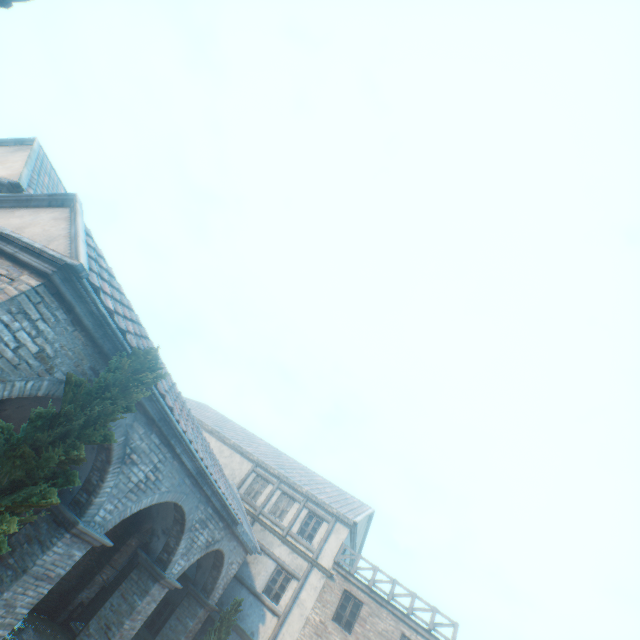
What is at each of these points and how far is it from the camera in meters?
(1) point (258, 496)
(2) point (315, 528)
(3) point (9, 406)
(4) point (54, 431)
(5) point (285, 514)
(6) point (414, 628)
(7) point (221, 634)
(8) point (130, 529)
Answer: (1) building, 19.6 m
(2) building, 18.1 m
(3) building, 9.3 m
(4) tree, 4.6 m
(5) building, 18.7 m
(6) building, 14.8 m
(7) tree, 13.1 m
(8) building, 15.7 m

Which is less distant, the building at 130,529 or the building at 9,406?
the building at 9,406

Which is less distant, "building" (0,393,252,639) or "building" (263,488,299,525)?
"building" (0,393,252,639)

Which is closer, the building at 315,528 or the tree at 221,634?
the tree at 221,634

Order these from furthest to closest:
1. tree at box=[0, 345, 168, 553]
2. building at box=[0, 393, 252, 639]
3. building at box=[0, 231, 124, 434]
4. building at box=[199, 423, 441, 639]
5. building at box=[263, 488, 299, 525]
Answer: building at box=[263, 488, 299, 525] → building at box=[199, 423, 441, 639] → building at box=[0, 393, 252, 639] → building at box=[0, 231, 124, 434] → tree at box=[0, 345, 168, 553]

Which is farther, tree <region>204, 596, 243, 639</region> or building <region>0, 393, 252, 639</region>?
tree <region>204, 596, 243, 639</region>

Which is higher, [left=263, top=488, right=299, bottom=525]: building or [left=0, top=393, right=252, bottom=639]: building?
[left=263, top=488, right=299, bottom=525]: building
